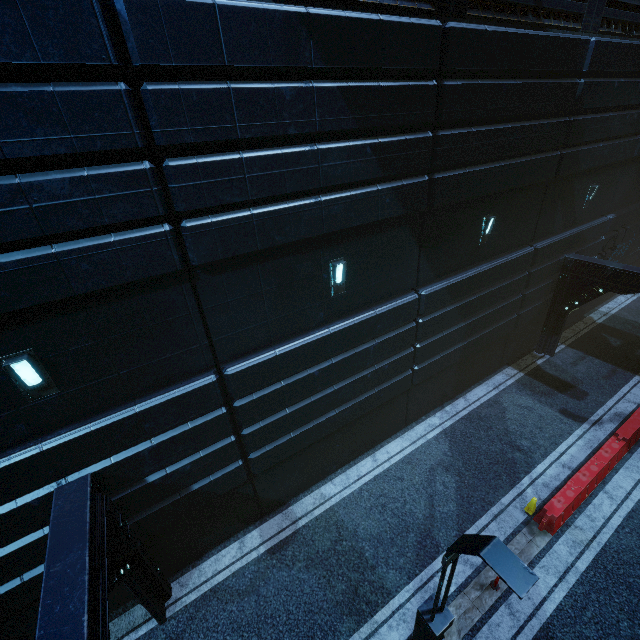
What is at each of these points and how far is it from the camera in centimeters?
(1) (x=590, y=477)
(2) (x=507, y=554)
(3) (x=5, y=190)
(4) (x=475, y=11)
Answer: (1) barrier, 948cm
(2) street light, 386cm
(3) building, 406cm
(4) building, 714cm

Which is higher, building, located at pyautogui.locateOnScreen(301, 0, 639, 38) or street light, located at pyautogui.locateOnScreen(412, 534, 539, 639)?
building, located at pyautogui.locateOnScreen(301, 0, 639, 38)

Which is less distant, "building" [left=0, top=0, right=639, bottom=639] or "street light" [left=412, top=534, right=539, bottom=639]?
"street light" [left=412, top=534, right=539, bottom=639]

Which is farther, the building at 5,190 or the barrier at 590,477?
the barrier at 590,477

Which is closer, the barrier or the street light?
the street light

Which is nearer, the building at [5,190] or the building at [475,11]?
the building at [5,190]

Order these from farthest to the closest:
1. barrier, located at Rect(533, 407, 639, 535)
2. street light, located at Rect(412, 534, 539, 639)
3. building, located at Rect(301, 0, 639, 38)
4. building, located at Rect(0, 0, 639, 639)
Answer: barrier, located at Rect(533, 407, 639, 535), building, located at Rect(301, 0, 639, 38), building, located at Rect(0, 0, 639, 639), street light, located at Rect(412, 534, 539, 639)
